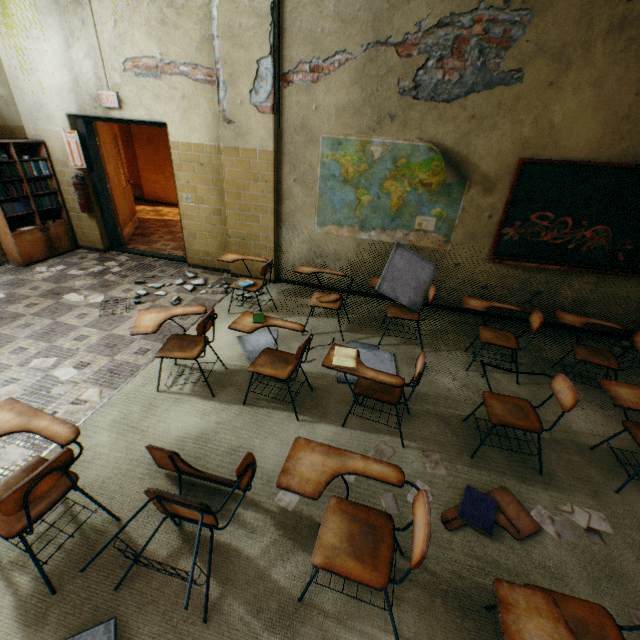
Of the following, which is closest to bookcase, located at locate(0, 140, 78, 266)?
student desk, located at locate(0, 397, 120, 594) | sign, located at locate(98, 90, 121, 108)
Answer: sign, located at locate(98, 90, 121, 108)

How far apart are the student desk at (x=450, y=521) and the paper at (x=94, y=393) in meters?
3.1

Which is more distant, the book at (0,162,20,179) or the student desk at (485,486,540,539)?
the book at (0,162,20,179)

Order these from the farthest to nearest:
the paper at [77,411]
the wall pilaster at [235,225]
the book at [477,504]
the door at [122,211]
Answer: the door at [122,211] < the wall pilaster at [235,225] < the paper at [77,411] < the book at [477,504]

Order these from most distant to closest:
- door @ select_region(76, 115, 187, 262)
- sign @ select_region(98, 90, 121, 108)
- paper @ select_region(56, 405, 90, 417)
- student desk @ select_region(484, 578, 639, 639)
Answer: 1. door @ select_region(76, 115, 187, 262)
2. sign @ select_region(98, 90, 121, 108)
3. paper @ select_region(56, 405, 90, 417)
4. student desk @ select_region(484, 578, 639, 639)

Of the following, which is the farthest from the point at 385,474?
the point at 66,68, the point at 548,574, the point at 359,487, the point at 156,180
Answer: the point at 156,180

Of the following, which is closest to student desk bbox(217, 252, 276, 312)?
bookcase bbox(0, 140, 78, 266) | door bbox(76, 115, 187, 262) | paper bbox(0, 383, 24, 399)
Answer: door bbox(76, 115, 187, 262)

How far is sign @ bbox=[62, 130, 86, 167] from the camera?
4.99m
